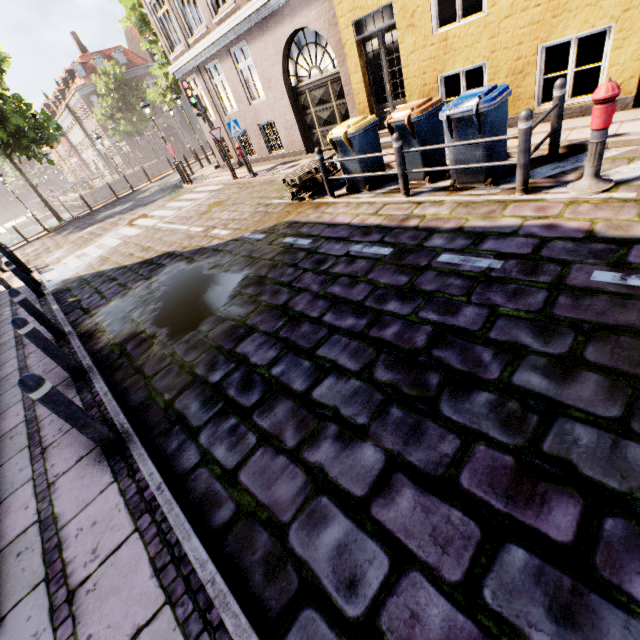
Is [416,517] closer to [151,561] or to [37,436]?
[151,561]

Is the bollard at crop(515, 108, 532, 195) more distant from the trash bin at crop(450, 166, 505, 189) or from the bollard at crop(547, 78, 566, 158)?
the bollard at crop(547, 78, 566, 158)

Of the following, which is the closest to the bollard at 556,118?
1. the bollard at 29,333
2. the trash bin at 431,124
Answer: the trash bin at 431,124

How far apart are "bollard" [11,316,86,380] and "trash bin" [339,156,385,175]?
6.0 meters

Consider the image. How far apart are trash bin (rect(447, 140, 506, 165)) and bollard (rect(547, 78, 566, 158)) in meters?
0.6 m

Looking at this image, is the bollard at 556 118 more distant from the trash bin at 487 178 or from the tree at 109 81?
the tree at 109 81

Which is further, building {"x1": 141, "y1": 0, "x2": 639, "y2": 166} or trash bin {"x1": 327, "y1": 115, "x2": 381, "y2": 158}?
trash bin {"x1": 327, "y1": 115, "x2": 381, "y2": 158}

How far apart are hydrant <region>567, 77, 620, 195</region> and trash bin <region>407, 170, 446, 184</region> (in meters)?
2.32
